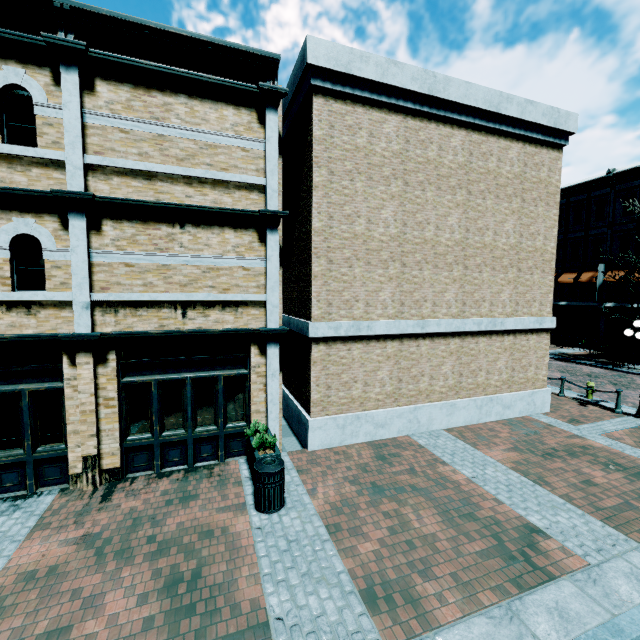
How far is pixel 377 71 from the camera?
8.3m

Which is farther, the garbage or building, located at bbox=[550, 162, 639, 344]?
building, located at bbox=[550, 162, 639, 344]

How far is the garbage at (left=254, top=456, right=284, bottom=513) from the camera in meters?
6.1 m

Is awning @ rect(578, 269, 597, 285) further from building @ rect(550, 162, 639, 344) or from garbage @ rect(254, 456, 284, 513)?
garbage @ rect(254, 456, 284, 513)

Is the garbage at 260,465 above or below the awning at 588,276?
below

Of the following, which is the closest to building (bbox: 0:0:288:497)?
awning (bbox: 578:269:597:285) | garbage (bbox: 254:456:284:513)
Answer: awning (bbox: 578:269:597:285)

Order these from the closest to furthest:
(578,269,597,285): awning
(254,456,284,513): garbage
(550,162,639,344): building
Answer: (254,456,284,513): garbage, (550,162,639,344): building, (578,269,597,285): awning

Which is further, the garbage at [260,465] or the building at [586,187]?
the building at [586,187]
